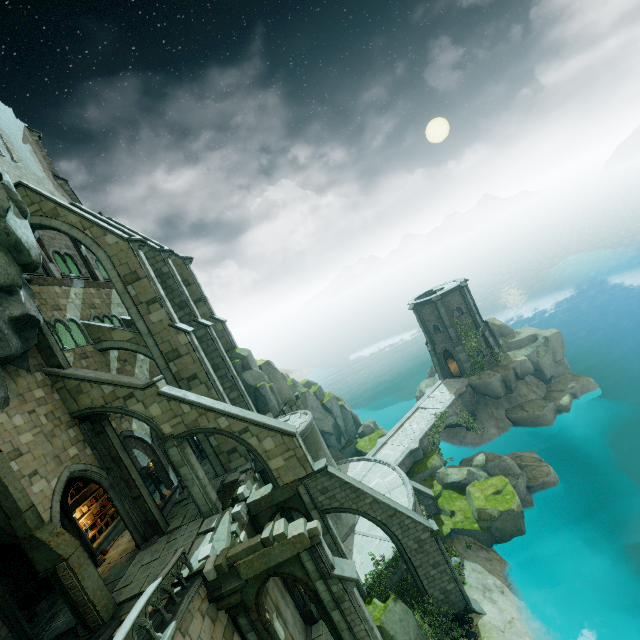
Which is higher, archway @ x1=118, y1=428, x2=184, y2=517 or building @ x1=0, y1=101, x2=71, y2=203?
building @ x1=0, y1=101, x2=71, y2=203

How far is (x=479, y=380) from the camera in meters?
33.4 m

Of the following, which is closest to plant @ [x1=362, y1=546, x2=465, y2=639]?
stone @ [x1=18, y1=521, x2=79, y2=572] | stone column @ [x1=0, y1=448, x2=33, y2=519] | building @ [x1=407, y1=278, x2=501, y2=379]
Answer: stone @ [x1=18, y1=521, x2=79, y2=572]

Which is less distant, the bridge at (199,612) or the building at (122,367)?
the bridge at (199,612)

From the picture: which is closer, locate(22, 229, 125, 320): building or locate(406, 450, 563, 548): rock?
locate(22, 229, 125, 320): building

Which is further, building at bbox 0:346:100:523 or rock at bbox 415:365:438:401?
rock at bbox 415:365:438:401

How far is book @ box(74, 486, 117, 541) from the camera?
17.9 meters

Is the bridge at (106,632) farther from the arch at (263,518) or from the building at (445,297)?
the building at (445,297)
